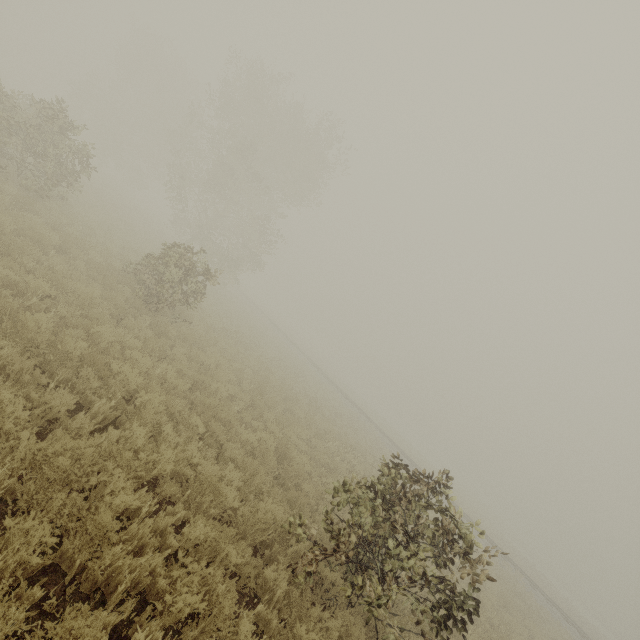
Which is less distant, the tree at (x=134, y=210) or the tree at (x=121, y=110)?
the tree at (x=121, y=110)

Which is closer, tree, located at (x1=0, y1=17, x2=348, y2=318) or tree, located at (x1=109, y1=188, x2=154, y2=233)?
tree, located at (x1=0, y1=17, x2=348, y2=318)

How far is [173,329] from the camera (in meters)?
10.76

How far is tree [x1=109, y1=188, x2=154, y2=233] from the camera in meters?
27.0

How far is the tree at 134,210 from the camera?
26.99m

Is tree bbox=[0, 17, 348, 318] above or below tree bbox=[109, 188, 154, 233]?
above
